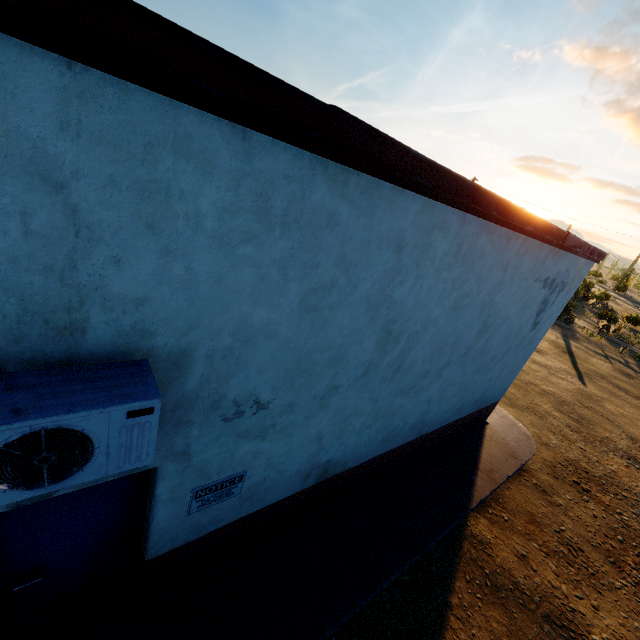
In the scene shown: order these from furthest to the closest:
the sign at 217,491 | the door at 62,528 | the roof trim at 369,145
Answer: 1. the sign at 217,491
2. the door at 62,528
3. the roof trim at 369,145

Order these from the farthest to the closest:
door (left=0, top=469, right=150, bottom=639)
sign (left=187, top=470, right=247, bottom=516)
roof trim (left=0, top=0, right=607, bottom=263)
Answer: sign (left=187, top=470, right=247, bottom=516), door (left=0, top=469, right=150, bottom=639), roof trim (left=0, top=0, right=607, bottom=263)

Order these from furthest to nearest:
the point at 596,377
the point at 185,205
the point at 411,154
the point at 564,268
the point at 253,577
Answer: the point at 596,377 < the point at 564,268 < the point at 253,577 < the point at 411,154 < the point at 185,205

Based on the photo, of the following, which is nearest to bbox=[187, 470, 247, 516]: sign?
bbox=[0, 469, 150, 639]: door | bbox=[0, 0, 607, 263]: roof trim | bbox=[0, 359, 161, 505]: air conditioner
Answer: bbox=[0, 469, 150, 639]: door

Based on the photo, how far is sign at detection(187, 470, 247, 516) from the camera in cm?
315

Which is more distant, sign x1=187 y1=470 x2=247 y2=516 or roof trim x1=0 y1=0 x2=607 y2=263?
sign x1=187 y1=470 x2=247 y2=516

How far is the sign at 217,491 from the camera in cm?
315

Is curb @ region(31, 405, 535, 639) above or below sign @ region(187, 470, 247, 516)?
below
